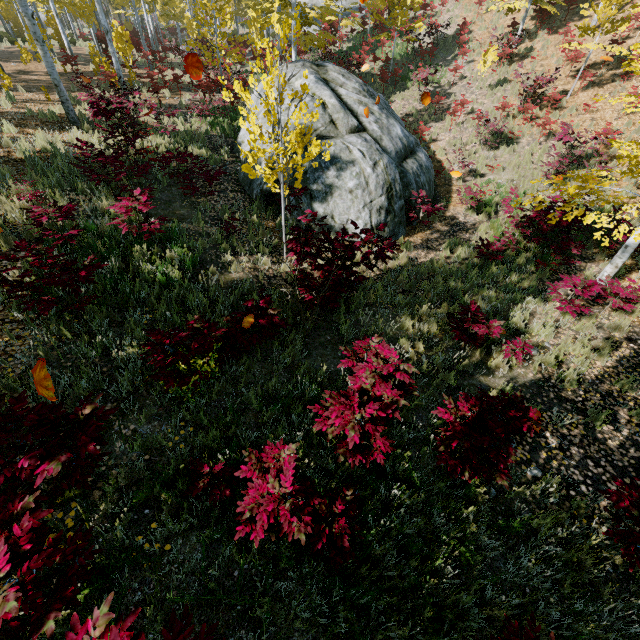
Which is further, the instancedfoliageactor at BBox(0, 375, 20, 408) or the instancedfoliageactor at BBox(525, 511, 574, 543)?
the instancedfoliageactor at BBox(525, 511, 574, 543)

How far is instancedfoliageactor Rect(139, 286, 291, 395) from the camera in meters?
3.7 m

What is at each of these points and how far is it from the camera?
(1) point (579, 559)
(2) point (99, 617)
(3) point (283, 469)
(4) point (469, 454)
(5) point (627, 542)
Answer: (1) instancedfoliageactor, 3.6m
(2) instancedfoliageactor, 1.9m
(3) instancedfoliageactor, 3.1m
(4) instancedfoliageactor, 3.5m
(5) instancedfoliageactor, 3.3m

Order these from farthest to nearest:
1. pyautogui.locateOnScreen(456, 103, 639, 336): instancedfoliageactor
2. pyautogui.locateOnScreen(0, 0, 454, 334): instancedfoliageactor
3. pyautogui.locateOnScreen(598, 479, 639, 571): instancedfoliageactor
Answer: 1. pyautogui.locateOnScreen(456, 103, 639, 336): instancedfoliageactor
2. pyautogui.locateOnScreen(0, 0, 454, 334): instancedfoliageactor
3. pyautogui.locateOnScreen(598, 479, 639, 571): instancedfoliageactor

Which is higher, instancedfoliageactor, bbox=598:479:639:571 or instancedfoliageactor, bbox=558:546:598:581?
instancedfoliageactor, bbox=598:479:639:571

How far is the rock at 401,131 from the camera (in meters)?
9.04

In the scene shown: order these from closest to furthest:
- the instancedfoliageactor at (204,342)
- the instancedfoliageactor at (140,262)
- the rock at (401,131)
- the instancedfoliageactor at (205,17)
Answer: the instancedfoliageactor at (204,342) → the instancedfoliageactor at (205,17) → the instancedfoliageactor at (140,262) → the rock at (401,131)
